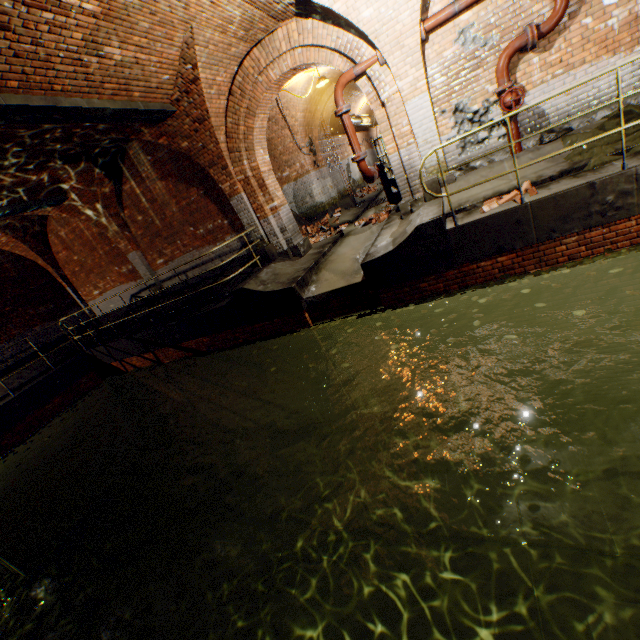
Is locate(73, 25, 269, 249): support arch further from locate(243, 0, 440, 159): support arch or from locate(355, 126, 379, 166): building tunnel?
locate(243, 0, 440, 159): support arch

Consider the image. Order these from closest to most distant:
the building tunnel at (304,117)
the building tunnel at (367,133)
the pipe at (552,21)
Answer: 1. the pipe at (552,21)
2. the building tunnel at (304,117)
3. the building tunnel at (367,133)

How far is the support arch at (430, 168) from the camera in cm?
694

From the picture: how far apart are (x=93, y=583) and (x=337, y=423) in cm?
796

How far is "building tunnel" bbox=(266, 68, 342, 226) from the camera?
11.3m

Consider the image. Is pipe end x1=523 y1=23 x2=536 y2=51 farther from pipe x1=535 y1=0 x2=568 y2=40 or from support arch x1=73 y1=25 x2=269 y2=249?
support arch x1=73 y1=25 x2=269 y2=249

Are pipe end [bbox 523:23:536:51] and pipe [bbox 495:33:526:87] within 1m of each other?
yes

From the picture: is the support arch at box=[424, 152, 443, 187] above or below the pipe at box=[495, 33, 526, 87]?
below
